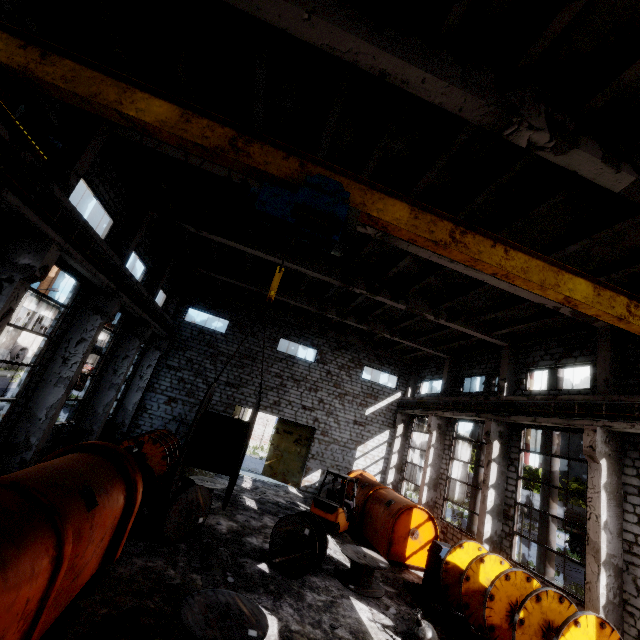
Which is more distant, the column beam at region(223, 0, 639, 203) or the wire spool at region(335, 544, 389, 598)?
the wire spool at region(335, 544, 389, 598)

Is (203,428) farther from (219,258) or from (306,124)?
(219,258)

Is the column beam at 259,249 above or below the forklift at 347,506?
above

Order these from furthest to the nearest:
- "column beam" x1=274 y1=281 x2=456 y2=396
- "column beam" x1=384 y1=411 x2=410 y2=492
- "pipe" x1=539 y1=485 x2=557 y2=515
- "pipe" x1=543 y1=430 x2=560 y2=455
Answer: "column beam" x1=384 y1=411 x2=410 y2=492 → "column beam" x1=274 y1=281 x2=456 y2=396 → "pipe" x1=543 y1=430 x2=560 y2=455 → "pipe" x1=539 y1=485 x2=557 y2=515

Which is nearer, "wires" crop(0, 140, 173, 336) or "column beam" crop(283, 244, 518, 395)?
"wires" crop(0, 140, 173, 336)

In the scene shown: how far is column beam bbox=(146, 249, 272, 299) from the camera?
16.6m

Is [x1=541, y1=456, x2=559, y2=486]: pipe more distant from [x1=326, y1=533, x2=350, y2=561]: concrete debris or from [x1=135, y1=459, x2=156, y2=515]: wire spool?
[x1=135, y1=459, x2=156, y2=515]: wire spool

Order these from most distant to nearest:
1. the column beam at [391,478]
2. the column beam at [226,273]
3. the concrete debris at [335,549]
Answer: the column beam at [391,478] < the column beam at [226,273] < the concrete debris at [335,549]
